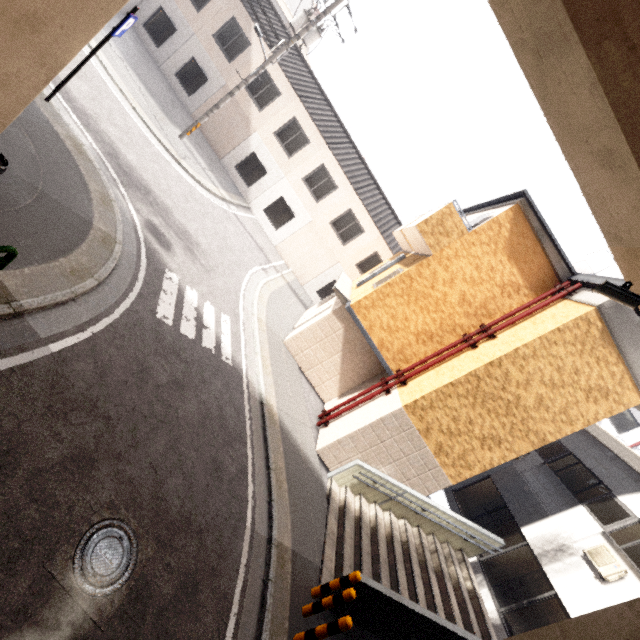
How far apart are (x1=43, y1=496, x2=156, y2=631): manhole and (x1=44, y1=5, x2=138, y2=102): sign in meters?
8.8

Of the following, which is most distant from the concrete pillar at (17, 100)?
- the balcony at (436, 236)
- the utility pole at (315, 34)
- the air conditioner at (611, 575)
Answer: the air conditioner at (611, 575)

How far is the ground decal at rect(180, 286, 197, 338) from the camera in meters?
7.6 m

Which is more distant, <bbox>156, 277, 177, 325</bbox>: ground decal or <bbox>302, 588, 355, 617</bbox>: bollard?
<bbox>156, 277, 177, 325</bbox>: ground decal

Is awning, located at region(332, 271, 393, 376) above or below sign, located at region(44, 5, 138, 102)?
above

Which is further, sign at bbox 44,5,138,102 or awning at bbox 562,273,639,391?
awning at bbox 562,273,639,391

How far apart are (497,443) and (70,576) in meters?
9.7 m

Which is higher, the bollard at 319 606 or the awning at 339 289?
the awning at 339 289
